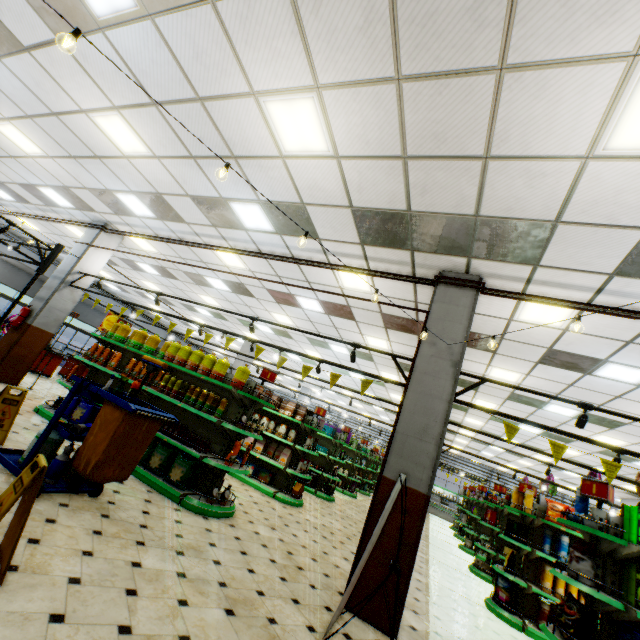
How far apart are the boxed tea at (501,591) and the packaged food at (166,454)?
6.2 meters

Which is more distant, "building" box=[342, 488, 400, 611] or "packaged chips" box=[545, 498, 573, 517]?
"packaged chips" box=[545, 498, 573, 517]

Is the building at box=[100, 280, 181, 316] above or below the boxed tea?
above

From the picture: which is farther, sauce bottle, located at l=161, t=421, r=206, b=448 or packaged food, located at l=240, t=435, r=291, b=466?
packaged food, located at l=240, t=435, r=291, b=466

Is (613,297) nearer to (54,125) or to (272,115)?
(272,115)

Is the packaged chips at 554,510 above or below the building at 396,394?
below

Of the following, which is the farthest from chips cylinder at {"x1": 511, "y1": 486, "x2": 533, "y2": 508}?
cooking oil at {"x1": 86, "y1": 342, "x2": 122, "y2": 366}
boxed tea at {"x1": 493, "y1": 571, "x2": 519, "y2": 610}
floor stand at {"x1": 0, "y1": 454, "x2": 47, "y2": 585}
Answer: cooking oil at {"x1": 86, "y1": 342, "x2": 122, "y2": 366}

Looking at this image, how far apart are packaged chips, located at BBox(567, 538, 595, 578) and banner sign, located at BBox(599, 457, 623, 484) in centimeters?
74cm
